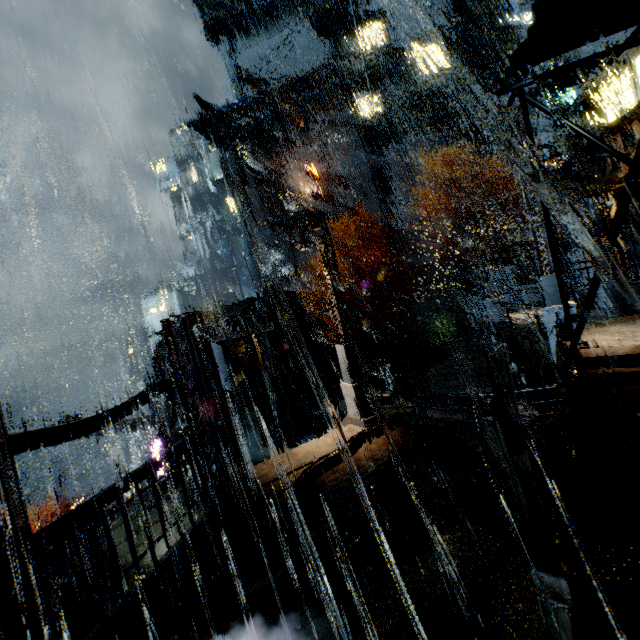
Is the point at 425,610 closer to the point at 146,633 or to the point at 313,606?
the point at 313,606

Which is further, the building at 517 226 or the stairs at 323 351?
the building at 517 226

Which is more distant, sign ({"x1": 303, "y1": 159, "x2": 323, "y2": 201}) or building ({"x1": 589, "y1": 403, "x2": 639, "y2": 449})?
sign ({"x1": 303, "y1": 159, "x2": 323, "y2": 201})

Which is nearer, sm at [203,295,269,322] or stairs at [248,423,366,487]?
stairs at [248,423,366,487]

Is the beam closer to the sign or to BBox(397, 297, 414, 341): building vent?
BBox(397, 297, 414, 341): building vent

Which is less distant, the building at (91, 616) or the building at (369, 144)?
the building at (91, 616)

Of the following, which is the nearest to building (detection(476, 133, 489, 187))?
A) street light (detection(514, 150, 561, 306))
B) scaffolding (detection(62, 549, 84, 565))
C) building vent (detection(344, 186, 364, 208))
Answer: building vent (detection(344, 186, 364, 208))

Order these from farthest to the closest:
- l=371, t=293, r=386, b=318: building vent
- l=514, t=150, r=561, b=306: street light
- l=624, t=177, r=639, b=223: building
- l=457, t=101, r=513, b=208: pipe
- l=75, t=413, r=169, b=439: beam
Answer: l=371, t=293, r=386, b=318: building vent < l=457, t=101, r=513, b=208: pipe < l=75, t=413, r=169, b=439: beam < l=624, t=177, r=639, b=223: building < l=514, t=150, r=561, b=306: street light
